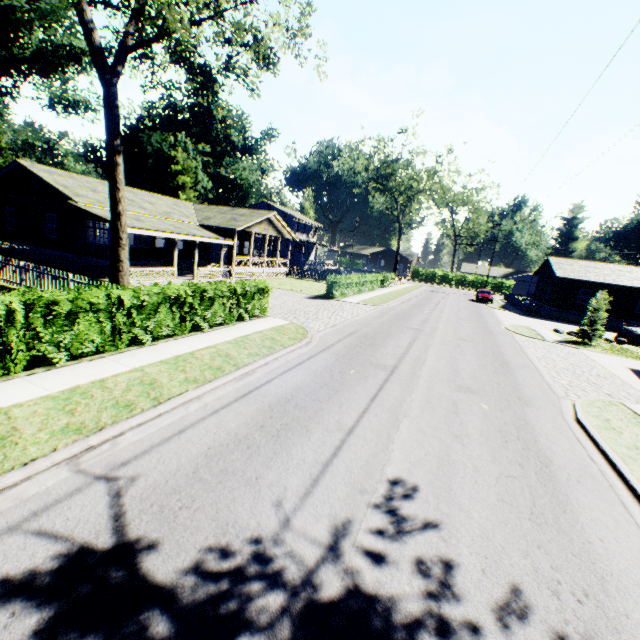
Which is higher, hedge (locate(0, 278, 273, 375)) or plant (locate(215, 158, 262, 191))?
plant (locate(215, 158, 262, 191))

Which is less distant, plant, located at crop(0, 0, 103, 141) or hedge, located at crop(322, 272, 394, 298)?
hedge, located at crop(322, 272, 394, 298)

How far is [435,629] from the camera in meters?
3.3

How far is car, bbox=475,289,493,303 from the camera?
40.2 meters

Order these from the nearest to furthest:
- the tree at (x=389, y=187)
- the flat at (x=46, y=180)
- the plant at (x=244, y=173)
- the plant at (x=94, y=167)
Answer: the flat at (x=46, y=180), the tree at (x=389, y=187), the plant at (x=94, y=167), the plant at (x=244, y=173)

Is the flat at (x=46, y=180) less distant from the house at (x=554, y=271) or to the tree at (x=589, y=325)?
the tree at (x=589, y=325)

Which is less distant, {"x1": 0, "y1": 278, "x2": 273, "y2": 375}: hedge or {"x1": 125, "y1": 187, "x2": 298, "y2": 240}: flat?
{"x1": 0, "y1": 278, "x2": 273, "y2": 375}: hedge

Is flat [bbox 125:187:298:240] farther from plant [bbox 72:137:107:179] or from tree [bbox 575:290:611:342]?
tree [bbox 575:290:611:342]
